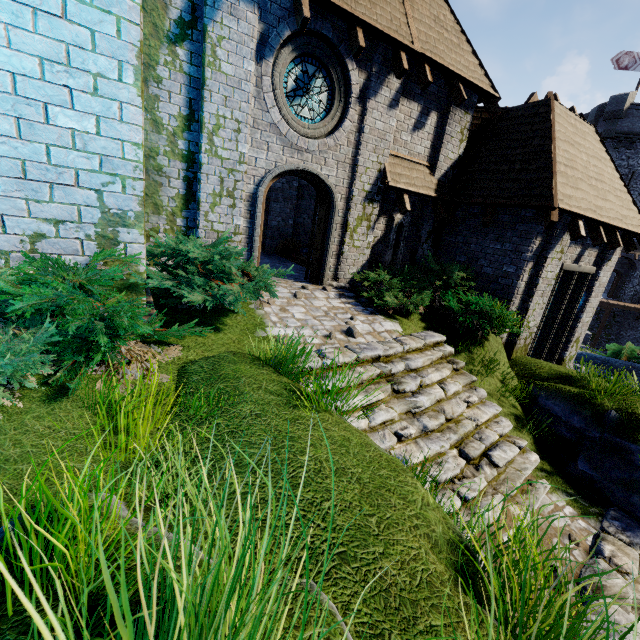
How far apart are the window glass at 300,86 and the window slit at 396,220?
3.0 meters

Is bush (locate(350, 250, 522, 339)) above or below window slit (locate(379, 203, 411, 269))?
below

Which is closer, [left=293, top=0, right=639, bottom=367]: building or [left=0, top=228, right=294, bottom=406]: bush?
Answer: [left=0, top=228, right=294, bottom=406]: bush

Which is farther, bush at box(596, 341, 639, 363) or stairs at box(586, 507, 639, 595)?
bush at box(596, 341, 639, 363)

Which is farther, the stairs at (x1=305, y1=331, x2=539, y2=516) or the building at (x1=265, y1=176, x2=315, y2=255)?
the building at (x1=265, y1=176, x2=315, y2=255)

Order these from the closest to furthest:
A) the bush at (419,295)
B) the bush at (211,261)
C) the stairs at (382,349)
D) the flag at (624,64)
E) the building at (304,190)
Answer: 1. the bush at (211,261)
2. the stairs at (382,349)
3. the bush at (419,295)
4. the building at (304,190)
5. the flag at (624,64)

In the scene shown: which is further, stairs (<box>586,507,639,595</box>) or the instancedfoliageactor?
stairs (<box>586,507,639,595</box>)

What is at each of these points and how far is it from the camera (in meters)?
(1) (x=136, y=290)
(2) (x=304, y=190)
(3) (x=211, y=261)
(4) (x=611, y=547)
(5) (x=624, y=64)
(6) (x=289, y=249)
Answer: (1) building, 4.21
(2) building, 13.73
(3) bush, 5.11
(4) stairs, 4.91
(5) flag, 27.95
(6) stairs, 13.00
